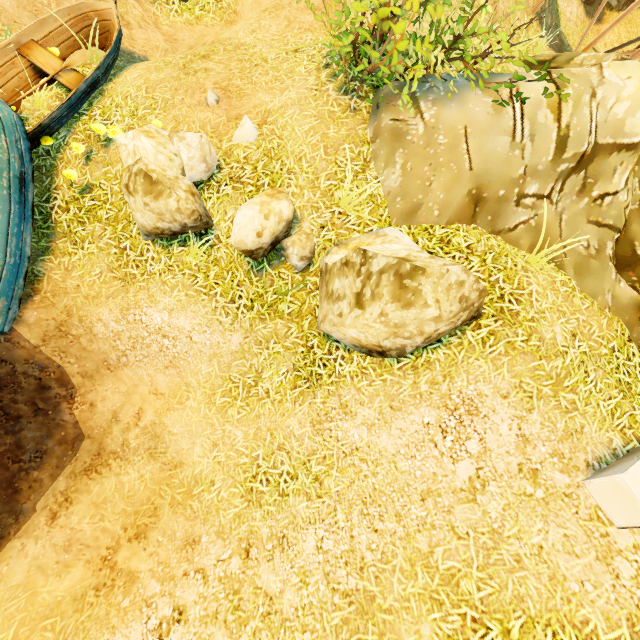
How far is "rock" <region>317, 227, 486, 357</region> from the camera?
3.33m

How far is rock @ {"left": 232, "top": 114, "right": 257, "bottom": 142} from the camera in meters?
5.1 m

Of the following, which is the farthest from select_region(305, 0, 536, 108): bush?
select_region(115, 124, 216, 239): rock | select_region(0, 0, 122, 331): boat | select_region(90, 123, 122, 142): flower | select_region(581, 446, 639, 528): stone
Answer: select_region(581, 446, 639, 528): stone

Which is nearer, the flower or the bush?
the bush

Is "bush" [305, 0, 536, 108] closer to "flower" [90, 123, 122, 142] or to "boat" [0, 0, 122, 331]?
"flower" [90, 123, 122, 142]

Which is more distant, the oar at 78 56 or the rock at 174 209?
the oar at 78 56

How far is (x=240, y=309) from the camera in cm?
536

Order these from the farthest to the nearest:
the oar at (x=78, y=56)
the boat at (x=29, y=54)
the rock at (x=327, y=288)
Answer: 1. the oar at (x=78, y=56)
2. the boat at (x=29, y=54)
3. the rock at (x=327, y=288)
